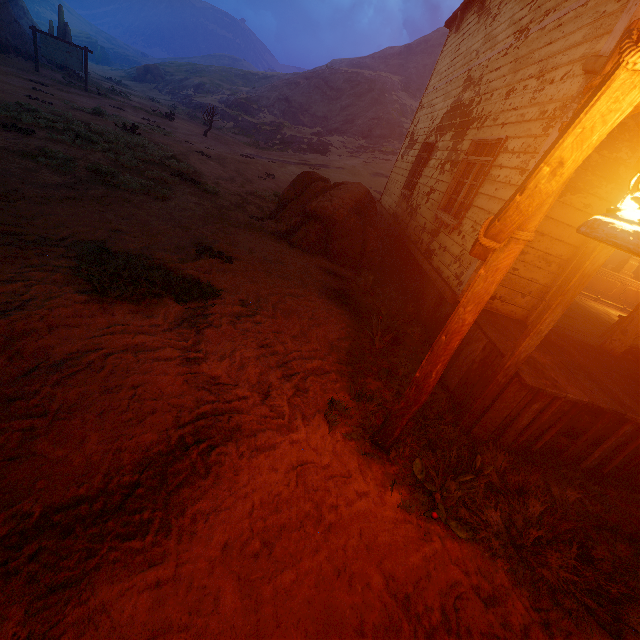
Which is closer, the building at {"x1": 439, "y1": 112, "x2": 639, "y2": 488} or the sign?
the building at {"x1": 439, "y1": 112, "x2": 639, "y2": 488}

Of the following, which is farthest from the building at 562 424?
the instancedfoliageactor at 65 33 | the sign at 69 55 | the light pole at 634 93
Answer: the instancedfoliageactor at 65 33

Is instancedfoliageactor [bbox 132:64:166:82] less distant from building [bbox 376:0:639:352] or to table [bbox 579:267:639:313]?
building [bbox 376:0:639:352]

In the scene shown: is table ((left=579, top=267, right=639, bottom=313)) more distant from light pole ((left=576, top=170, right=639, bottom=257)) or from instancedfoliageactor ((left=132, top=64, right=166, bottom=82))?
instancedfoliageactor ((left=132, top=64, right=166, bottom=82))

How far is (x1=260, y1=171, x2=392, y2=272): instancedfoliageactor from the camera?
7.6 meters

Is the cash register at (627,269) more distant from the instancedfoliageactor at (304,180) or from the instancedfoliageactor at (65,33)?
the instancedfoliageactor at (65,33)

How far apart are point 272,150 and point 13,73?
15.90m

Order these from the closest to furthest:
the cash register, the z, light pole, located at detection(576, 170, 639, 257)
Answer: light pole, located at detection(576, 170, 639, 257) → the z → the cash register
